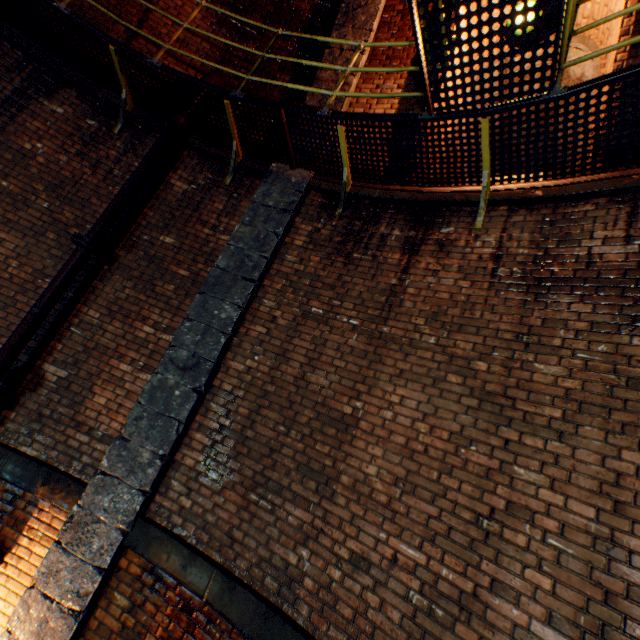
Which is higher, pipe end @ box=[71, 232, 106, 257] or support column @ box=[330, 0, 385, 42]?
support column @ box=[330, 0, 385, 42]

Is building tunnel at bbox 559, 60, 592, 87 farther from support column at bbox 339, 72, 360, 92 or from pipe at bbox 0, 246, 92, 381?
pipe at bbox 0, 246, 92, 381

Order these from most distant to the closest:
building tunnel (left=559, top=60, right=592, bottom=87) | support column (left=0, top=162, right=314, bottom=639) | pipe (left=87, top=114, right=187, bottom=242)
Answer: building tunnel (left=559, top=60, right=592, bottom=87) → pipe (left=87, top=114, right=187, bottom=242) → support column (left=0, top=162, right=314, bottom=639)

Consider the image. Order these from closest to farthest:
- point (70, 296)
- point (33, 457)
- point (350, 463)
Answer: point (350, 463), point (33, 457), point (70, 296)

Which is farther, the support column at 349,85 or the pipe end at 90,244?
the support column at 349,85

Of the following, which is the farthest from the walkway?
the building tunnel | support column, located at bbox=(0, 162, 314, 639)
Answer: the building tunnel

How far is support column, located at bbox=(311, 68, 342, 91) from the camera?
5.19m

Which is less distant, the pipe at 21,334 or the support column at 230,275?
the support column at 230,275
